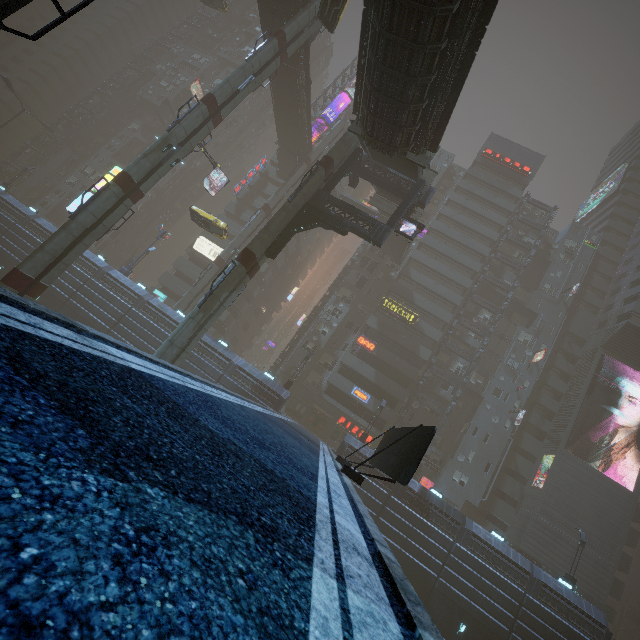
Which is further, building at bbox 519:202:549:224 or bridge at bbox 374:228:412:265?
building at bbox 519:202:549:224

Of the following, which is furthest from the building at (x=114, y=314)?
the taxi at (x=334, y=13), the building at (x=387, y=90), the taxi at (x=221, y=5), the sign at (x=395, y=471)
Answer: the building at (x=387, y=90)

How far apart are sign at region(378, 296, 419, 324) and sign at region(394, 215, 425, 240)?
19.98m

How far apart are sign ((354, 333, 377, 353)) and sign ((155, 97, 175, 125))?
49.69m

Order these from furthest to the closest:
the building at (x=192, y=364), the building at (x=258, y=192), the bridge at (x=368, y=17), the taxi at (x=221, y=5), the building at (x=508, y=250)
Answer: the building at (x=258, y=192)
the building at (x=508, y=250)
the taxi at (x=221, y=5)
the building at (x=192, y=364)
the bridge at (x=368, y=17)

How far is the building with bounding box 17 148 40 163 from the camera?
55.26m

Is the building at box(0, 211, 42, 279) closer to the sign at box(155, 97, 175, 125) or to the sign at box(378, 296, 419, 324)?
the sign at box(378, 296, 419, 324)

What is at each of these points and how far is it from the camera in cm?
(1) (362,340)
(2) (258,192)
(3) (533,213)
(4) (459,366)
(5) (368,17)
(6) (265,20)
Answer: (1) sign, 4103
(2) building, 5234
(3) building, 5116
(4) building, 4300
(5) bridge, 1527
(6) bridge, 3127
